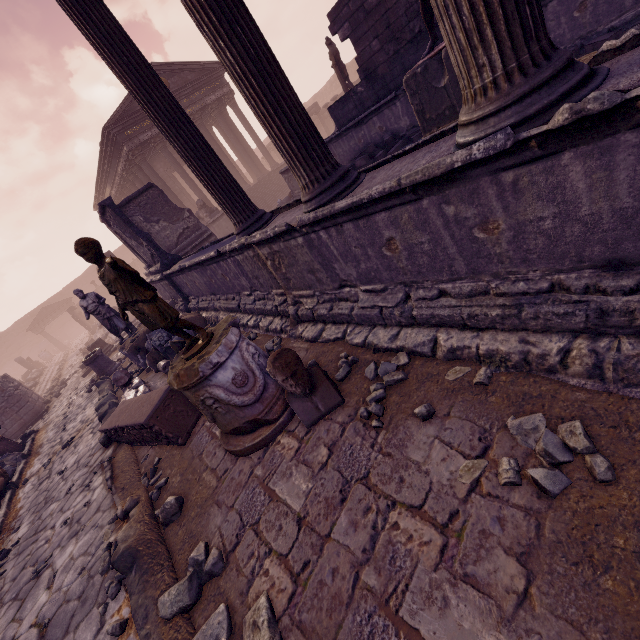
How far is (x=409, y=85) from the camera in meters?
4.5 m

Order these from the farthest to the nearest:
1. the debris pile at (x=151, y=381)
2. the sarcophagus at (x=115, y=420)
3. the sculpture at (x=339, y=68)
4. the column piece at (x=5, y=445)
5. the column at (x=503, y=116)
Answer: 1. the sculpture at (x=339, y=68)
2. the column piece at (x=5, y=445)
3. the debris pile at (x=151, y=381)
4. the sarcophagus at (x=115, y=420)
5. the column at (x=503, y=116)

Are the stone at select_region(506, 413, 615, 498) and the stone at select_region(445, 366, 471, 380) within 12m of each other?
yes

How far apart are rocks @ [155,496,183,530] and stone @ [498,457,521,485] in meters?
A: 3.0

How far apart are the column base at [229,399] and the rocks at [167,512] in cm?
70

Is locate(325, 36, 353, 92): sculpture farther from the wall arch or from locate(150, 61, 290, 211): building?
the wall arch

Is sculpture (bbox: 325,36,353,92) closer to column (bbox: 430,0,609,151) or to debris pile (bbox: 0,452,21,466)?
Result: column (bbox: 430,0,609,151)

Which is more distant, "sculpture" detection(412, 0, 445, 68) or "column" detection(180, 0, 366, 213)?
"sculpture" detection(412, 0, 445, 68)
